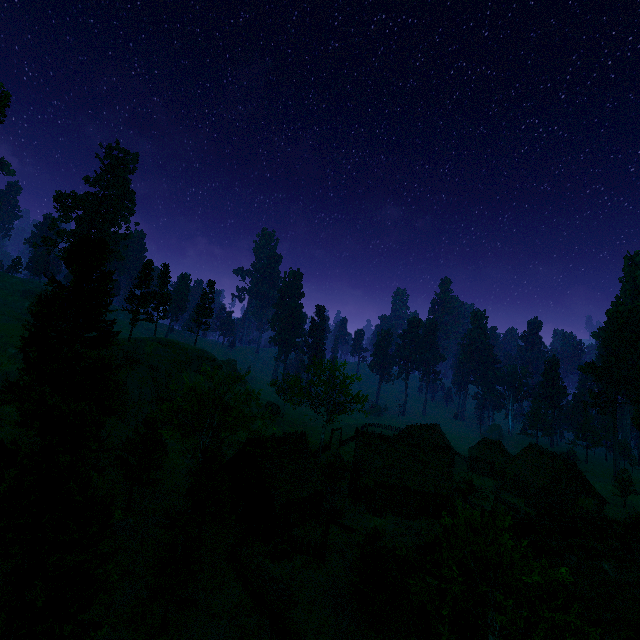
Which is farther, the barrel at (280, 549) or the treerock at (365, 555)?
the barrel at (280, 549)

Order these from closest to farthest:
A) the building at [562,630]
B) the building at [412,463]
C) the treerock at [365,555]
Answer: the building at [562,630], the treerock at [365,555], the building at [412,463]

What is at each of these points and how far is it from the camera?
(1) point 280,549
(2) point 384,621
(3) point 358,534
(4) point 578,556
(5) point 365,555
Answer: (1) barrel, 26.48m
(2) hay bale, 21.05m
(3) fence arch, 26.05m
(4) building, 21.88m
(5) treerock, 21.73m

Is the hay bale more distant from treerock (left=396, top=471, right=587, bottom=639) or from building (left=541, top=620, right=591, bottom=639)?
building (left=541, top=620, right=591, bottom=639)

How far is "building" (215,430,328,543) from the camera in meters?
29.8

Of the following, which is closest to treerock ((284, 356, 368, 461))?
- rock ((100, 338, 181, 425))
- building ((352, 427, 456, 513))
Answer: building ((352, 427, 456, 513))

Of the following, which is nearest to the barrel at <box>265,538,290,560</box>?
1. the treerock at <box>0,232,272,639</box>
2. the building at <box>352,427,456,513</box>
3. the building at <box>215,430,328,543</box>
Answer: the building at <box>215,430,328,543</box>

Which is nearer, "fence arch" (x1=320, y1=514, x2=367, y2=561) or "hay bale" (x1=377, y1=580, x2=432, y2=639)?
"hay bale" (x1=377, y1=580, x2=432, y2=639)
